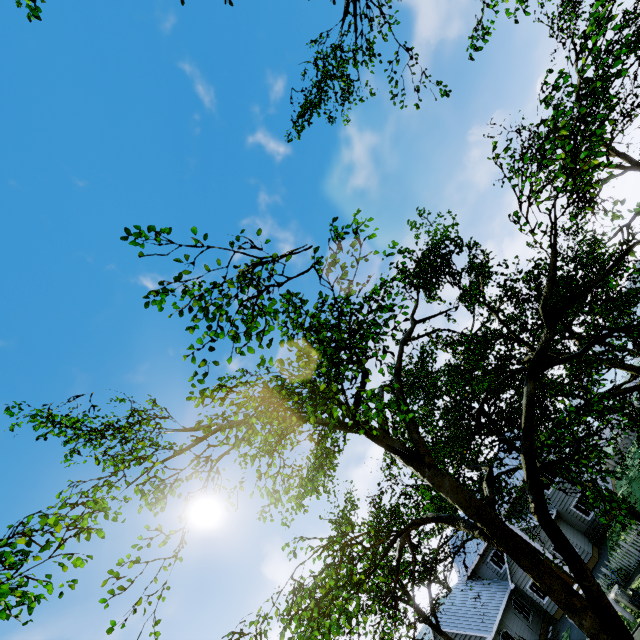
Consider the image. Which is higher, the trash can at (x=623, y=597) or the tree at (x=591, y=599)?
the tree at (x=591, y=599)

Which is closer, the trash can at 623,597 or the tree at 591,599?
the tree at 591,599

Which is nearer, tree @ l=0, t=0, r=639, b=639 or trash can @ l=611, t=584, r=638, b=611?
tree @ l=0, t=0, r=639, b=639

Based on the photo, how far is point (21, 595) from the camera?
7.9 meters

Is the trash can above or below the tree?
below
